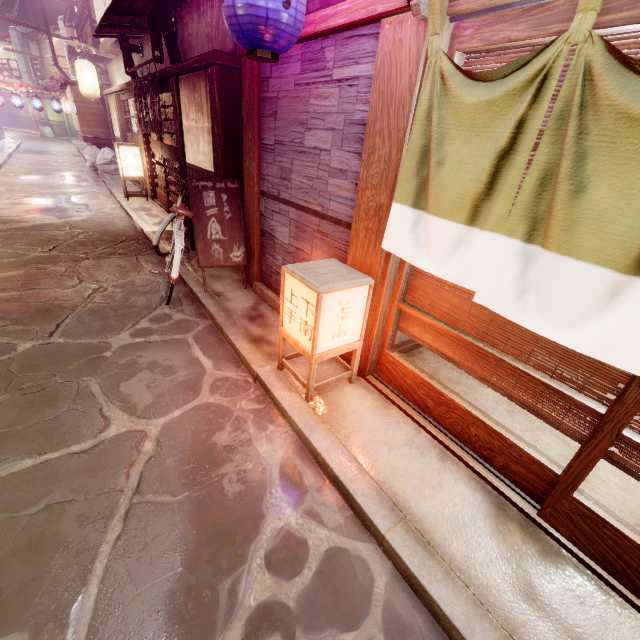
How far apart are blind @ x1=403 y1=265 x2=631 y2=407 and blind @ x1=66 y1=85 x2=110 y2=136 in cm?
3022

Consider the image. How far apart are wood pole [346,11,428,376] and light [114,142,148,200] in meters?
16.5 m

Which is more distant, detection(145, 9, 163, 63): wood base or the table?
the table

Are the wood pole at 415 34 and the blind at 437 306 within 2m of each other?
yes

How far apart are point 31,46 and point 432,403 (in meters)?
91.84

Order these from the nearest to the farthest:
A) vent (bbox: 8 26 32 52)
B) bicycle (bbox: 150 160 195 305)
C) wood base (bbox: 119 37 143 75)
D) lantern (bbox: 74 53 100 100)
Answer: bicycle (bbox: 150 160 195 305)
wood base (bbox: 119 37 143 75)
lantern (bbox: 74 53 100 100)
vent (bbox: 8 26 32 52)

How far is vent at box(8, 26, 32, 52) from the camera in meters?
57.6

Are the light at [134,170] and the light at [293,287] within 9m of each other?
no
